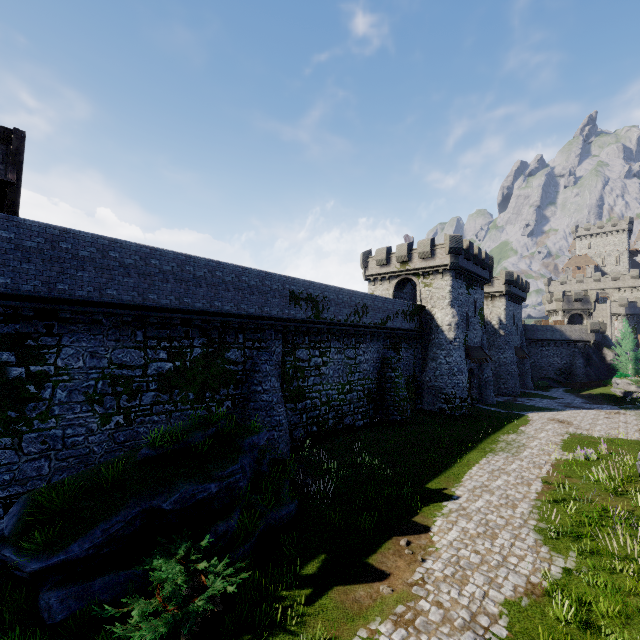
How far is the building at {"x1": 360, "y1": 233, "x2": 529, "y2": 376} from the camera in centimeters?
3148cm

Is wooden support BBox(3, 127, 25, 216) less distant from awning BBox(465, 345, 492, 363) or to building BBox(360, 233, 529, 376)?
building BBox(360, 233, 529, 376)

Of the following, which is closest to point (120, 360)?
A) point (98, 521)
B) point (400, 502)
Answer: point (98, 521)

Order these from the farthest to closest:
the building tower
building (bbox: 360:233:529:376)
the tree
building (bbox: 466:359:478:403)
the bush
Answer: the building tower < the tree < building (bbox: 466:359:478:403) < building (bbox: 360:233:529:376) < the bush

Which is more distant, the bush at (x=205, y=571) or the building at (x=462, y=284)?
the building at (x=462, y=284)

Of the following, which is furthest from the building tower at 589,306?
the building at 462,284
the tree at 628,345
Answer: the building at 462,284

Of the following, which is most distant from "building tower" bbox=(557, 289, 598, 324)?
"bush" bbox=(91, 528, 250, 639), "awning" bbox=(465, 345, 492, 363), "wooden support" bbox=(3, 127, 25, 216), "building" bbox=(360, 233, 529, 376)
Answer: "wooden support" bbox=(3, 127, 25, 216)

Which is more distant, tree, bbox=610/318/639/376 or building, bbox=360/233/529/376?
→ tree, bbox=610/318/639/376
